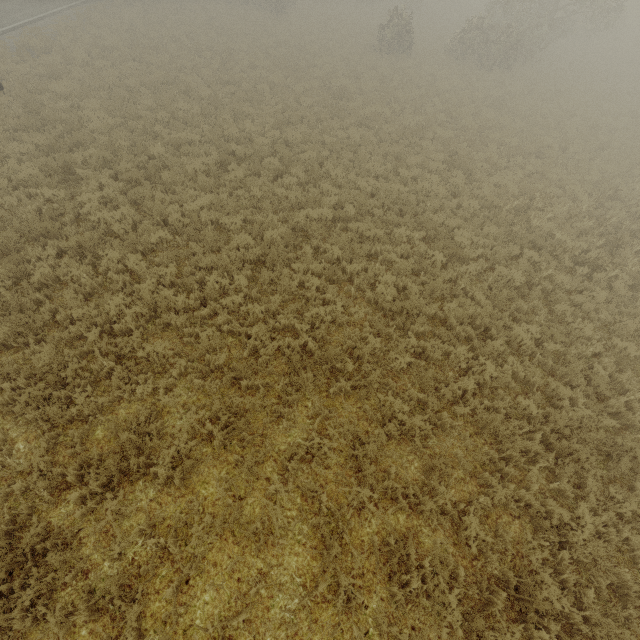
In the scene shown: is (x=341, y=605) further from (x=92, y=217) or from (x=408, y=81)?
(x=408, y=81)
